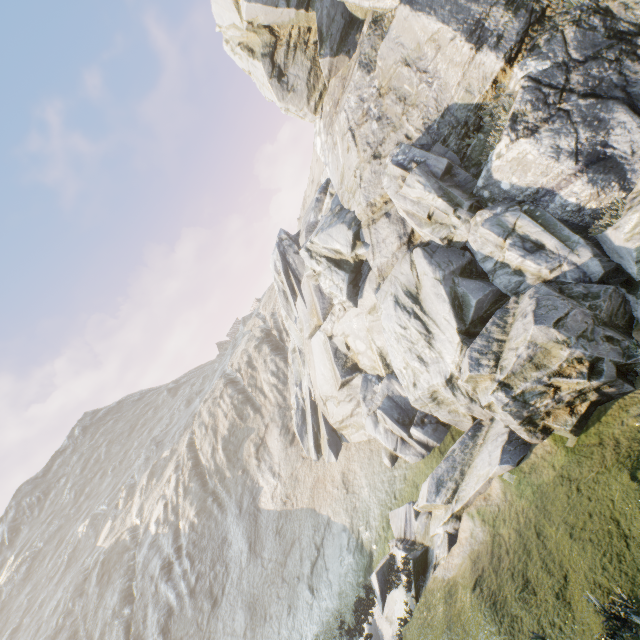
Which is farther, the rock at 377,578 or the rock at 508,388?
the rock at 377,578

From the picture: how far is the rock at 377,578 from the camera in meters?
11.5 m

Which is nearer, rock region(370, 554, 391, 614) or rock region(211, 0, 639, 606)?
rock region(211, 0, 639, 606)

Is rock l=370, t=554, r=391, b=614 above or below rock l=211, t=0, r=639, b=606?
below

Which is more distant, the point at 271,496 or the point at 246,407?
the point at 246,407

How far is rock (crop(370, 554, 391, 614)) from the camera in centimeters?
1149cm
